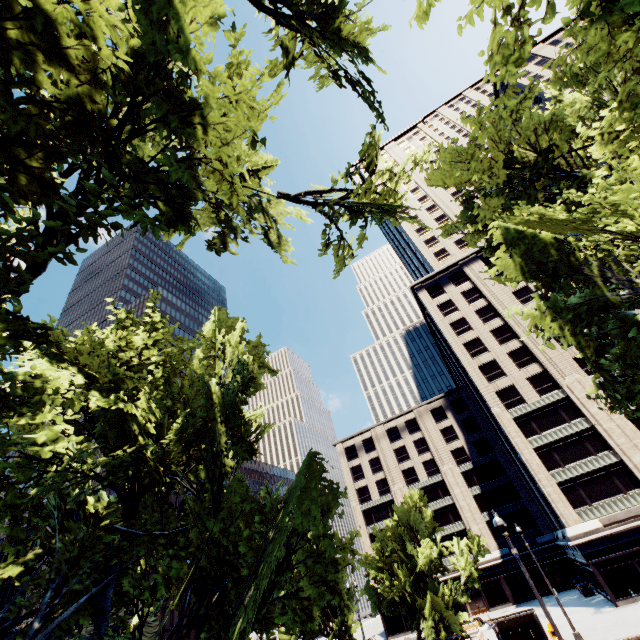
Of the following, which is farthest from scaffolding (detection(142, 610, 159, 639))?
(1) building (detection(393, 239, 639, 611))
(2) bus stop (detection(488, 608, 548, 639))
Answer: (2) bus stop (detection(488, 608, 548, 639))

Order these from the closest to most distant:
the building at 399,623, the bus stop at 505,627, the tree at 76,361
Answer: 1. the tree at 76,361
2. the bus stop at 505,627
3. the building at 399,623

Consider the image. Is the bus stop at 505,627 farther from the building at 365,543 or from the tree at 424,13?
the building at 365,543

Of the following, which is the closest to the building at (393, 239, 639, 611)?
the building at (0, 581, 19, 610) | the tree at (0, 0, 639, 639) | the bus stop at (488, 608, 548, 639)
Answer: the tree at (0, 0, 639, 639)

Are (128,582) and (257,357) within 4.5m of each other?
no

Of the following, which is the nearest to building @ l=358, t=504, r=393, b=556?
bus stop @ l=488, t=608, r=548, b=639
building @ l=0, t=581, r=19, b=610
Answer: bus stop @ l=488, t=608, r=548, b=639

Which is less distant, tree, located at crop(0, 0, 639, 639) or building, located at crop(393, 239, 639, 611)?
tree, located at crop(0, 0, 639, 639)

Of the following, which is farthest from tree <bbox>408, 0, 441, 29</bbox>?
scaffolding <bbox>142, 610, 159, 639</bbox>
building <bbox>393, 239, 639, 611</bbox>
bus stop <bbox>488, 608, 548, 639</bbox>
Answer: scaffolding <bbox>142, 610, 159, 639</bbox>
